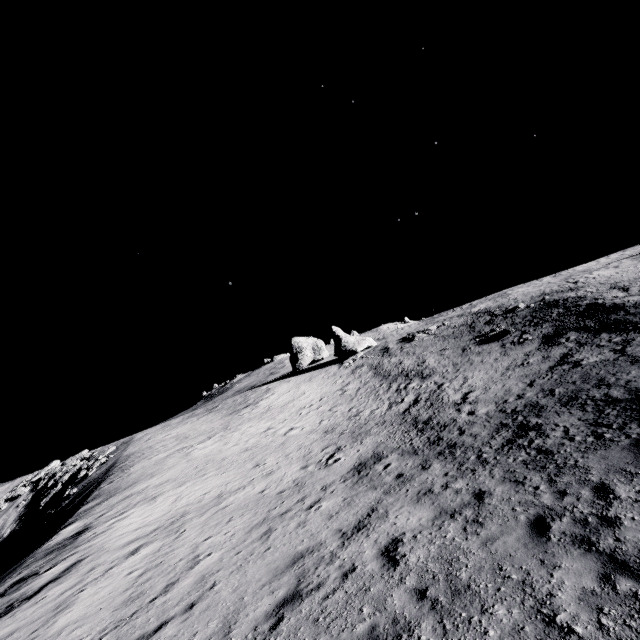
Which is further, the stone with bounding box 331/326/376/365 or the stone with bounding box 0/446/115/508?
the stone with bounding box 331/326/376/365

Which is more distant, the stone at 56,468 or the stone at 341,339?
the stone at 341,339

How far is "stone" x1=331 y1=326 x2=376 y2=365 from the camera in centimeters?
5028cm

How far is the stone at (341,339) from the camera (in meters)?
50.28

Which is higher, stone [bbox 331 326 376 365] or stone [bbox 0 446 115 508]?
stone [bbox 331 326 376 365]

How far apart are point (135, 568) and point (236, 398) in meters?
41.7 m
